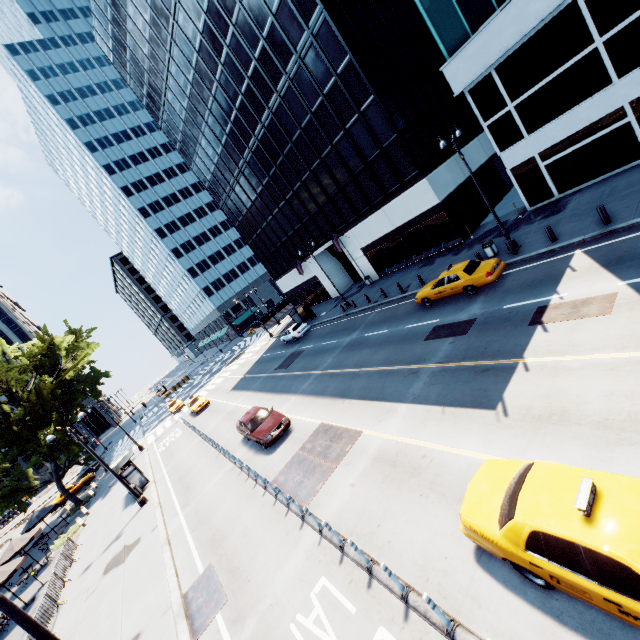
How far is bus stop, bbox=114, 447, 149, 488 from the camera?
23.2m

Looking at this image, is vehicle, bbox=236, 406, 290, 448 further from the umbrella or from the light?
the umbrella

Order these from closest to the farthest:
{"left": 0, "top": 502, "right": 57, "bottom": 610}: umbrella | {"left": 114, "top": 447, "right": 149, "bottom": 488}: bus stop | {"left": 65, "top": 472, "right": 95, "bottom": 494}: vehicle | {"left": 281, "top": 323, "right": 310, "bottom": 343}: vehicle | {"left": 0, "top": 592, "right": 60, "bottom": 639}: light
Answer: {"left": 0, "top": 592, "right": 60, "bottom": 639}: light → {"left": 0, "top": 502, "right": 57, "bottom": 610}: umbrella → {"left": 114, "top": 447, "right": 149, "bottom": 488}: bus stop → {"left": 281, "top": 323, "right": 310, "bottom": 343}: vehicle → {"left": 65, "top": 472, "right": 95, "bottom": 494}: vehicle

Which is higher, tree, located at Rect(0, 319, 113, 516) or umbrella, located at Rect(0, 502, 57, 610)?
tree, located at Rect(0, 319, 113, 516)

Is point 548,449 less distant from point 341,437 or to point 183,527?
point 341,437

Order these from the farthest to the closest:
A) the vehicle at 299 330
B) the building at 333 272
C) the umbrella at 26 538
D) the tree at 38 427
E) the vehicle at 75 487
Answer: the vehicle at 75 487, the vehicle at 299 330, the tree at 38 427, the umbrella at 26 538, the building at 333 272

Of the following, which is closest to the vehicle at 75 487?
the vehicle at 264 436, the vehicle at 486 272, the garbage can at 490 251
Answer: the vehicle at 264 436

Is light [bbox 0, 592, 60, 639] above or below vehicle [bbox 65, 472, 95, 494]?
above
